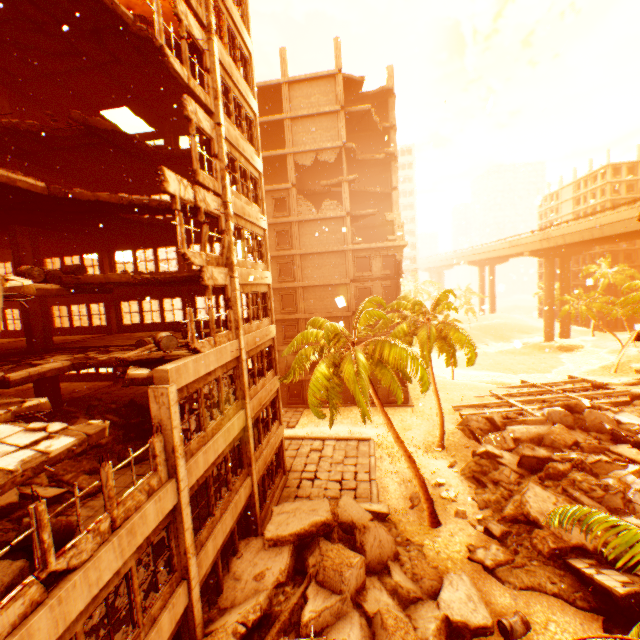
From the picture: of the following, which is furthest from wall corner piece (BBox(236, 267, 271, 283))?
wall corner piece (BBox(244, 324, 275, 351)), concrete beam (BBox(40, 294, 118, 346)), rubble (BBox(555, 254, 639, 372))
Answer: concrete beam (BBox(40, 294, 118, 346))

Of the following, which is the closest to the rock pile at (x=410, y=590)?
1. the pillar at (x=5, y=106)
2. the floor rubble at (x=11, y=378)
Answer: the floor rubble at (x=11, y=378)

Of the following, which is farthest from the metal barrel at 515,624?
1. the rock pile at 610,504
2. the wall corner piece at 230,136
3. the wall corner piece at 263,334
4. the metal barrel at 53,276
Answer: the wall corner piece at 230,136

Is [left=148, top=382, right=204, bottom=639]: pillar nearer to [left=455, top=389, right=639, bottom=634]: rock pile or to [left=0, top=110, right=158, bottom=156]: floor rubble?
[left=455, top=389, right=639, bottom=634]: rock pile

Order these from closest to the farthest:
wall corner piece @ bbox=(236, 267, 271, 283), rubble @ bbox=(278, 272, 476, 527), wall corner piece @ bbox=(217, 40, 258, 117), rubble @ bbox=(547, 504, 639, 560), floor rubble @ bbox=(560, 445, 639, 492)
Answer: rubble @ bbox=(547, 504, 639, 560) < wall corner piece @ bbox=(217, 40, 258, 117) < wall corner piece @ bbox=(236, 267, 271, 283) < rubble @ bbox=(278, 272, 476, 527) < floor rubble @ bbox=(560, 445, 639, 492)

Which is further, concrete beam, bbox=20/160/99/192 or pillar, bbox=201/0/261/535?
concrete beam, bbox=20/160/99/192

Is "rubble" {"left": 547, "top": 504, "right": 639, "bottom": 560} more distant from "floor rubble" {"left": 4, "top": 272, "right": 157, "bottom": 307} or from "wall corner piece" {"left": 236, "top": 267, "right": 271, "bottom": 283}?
"floor rubble" {"left": 4, "top": 272, "right": 157, "bottom": 307}

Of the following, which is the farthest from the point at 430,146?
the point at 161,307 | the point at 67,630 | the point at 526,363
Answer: the point at 526,363
